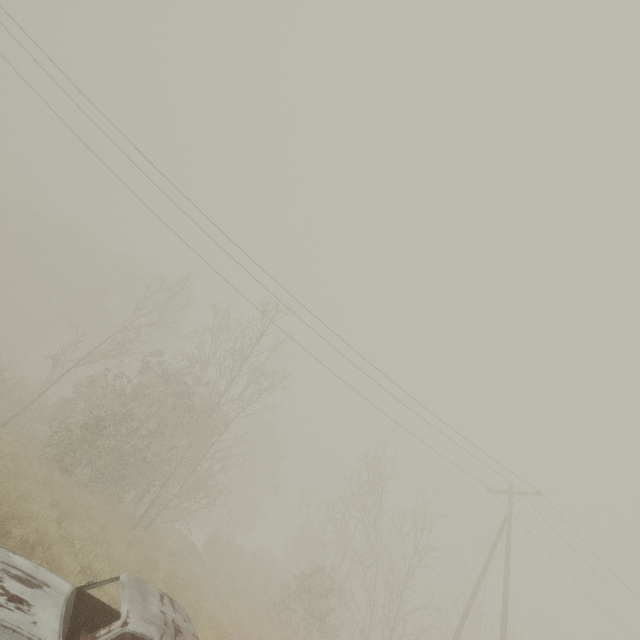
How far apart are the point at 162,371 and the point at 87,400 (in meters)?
3.96
